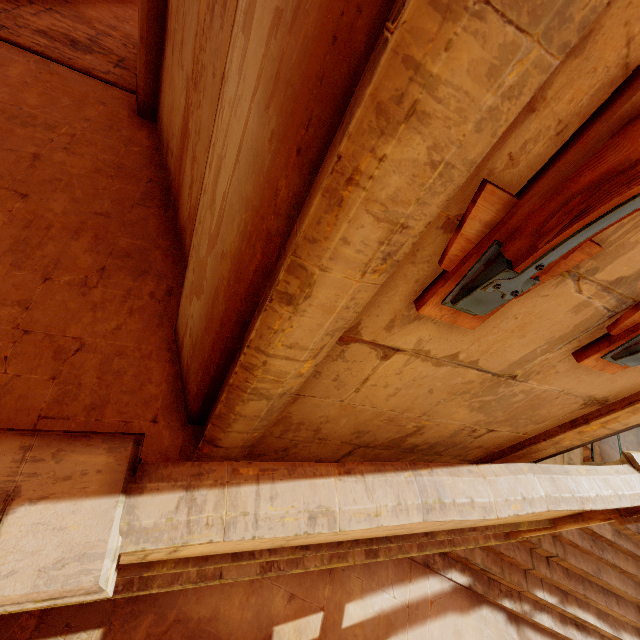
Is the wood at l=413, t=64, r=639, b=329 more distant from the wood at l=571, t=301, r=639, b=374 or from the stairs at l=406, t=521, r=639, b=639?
the stairs at l=406, t=521, r=639, b=639

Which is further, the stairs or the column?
the stairs

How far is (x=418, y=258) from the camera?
1.2m

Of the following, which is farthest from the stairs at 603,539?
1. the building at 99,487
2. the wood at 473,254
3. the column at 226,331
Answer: the wood at 473,254

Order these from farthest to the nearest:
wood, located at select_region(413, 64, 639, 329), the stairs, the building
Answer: the stairs
the building
wood, located at select_region(413, 64, 639, 329)

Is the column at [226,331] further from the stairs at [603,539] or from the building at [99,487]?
the stairs at [603,539]

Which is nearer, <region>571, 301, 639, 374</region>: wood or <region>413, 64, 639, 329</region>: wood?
<region>413, 64, 639, 329</region>: wood

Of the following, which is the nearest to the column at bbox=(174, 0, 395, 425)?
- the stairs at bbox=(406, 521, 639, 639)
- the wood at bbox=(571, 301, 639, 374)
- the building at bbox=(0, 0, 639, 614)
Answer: the building at bbox=(0, 0, 639, 614)
